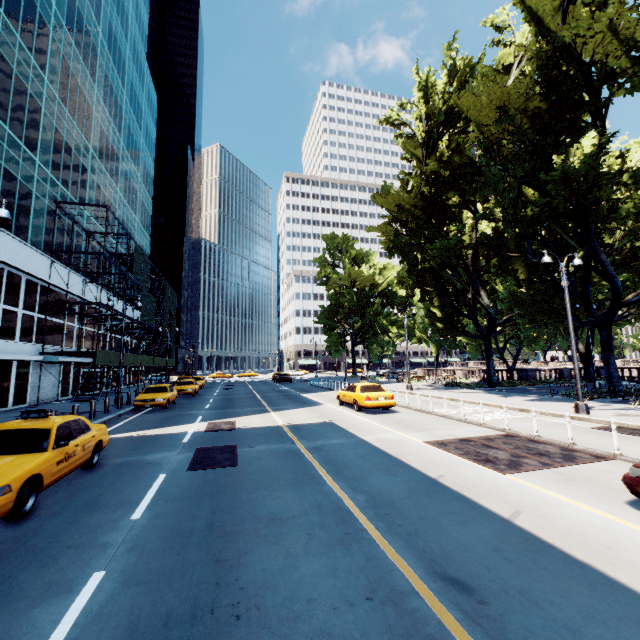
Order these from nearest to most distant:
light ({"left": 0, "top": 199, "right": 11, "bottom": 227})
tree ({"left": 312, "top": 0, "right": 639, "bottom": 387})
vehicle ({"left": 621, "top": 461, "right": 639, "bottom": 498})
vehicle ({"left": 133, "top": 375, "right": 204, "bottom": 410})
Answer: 1. vehicle ({"left": 621, "top": 461, "right": 639, "bottom": 498})
2. light ({"left": 0, "top": 199, "right": 11, "bottom": 227})
3. tree ({"left": 312, "top": 0, "right": 639, "bottom": 387})
4. vehicle ({"left": 133, "top": 375, "right": 204, "bottom": 410})

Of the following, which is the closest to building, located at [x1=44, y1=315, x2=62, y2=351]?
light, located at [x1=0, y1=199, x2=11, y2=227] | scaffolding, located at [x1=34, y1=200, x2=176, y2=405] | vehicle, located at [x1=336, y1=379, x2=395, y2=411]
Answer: scaffolding, located at [x1=34, y1=200, x2=176, y2=405]

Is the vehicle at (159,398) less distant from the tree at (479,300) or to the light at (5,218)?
the light at (5,218)

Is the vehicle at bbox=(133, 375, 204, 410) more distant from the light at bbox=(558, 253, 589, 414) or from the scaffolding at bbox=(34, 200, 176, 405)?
the light at bbox=(558, 253, 589, 414)

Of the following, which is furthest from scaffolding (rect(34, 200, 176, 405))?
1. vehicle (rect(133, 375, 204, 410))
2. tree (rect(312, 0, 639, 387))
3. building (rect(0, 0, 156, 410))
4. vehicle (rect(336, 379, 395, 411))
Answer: tree (rect(312, 0, 639, 387))

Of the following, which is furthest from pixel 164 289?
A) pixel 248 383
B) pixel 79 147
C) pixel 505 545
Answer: pixel 505 545

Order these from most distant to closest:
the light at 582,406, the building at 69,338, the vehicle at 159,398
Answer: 1. the building at 69,338
2. the vehicle at 159,398
3. the light at 582,406

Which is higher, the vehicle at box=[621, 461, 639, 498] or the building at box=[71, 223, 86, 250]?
the building at box=[71, 223, 86, 250]
